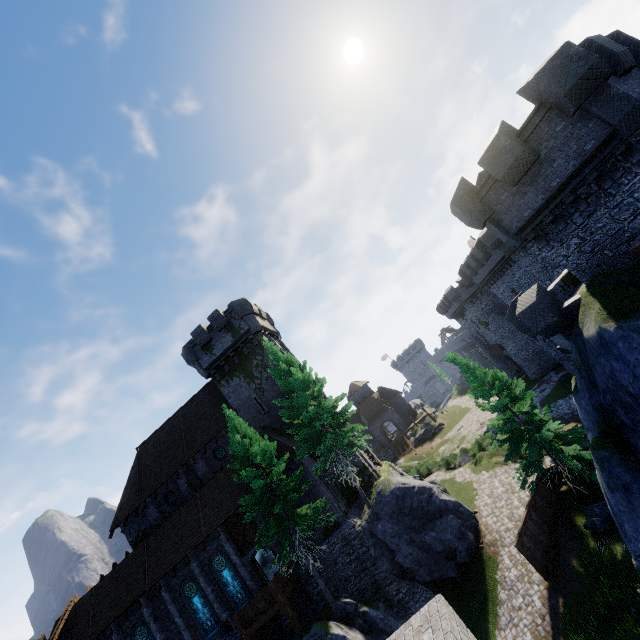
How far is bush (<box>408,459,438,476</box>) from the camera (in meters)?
37.16

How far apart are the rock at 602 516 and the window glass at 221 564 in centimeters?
2175cm

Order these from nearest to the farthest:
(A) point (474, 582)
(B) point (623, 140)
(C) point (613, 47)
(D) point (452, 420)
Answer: (B) point (623, 140)
(C) point (613, 47)
(A) point (474, 582)
(D) point (452, 420)

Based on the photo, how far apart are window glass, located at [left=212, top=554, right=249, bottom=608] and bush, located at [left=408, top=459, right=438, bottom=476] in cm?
2180

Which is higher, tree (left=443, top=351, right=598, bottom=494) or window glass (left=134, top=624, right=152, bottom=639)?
window glass (left=134, top=624, right=152, bottom=639)

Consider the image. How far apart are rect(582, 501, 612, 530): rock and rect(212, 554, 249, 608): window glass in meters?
21.7

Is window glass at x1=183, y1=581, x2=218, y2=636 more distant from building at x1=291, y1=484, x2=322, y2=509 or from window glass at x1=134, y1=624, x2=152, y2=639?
window glass at x1=134, y1=624, x2=152, y2=639

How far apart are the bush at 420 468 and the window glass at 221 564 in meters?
21.8 m
